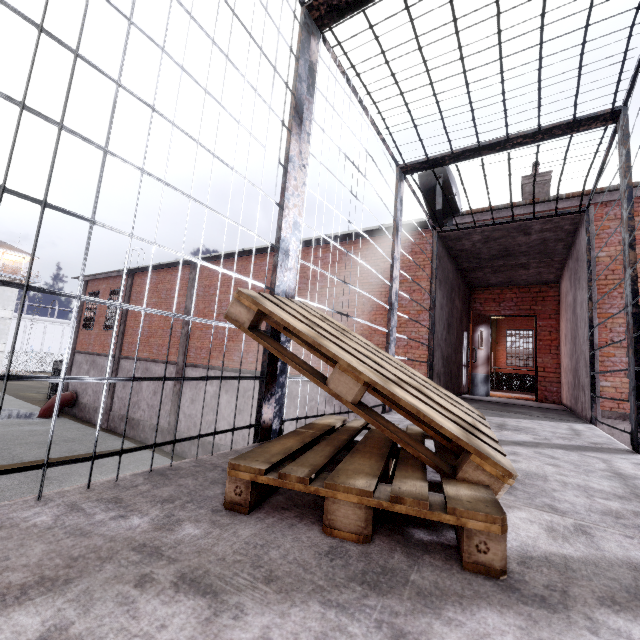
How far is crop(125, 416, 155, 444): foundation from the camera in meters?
15.5

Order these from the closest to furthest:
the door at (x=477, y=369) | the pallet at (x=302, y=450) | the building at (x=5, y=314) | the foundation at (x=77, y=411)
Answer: the pallet at (x=302, y=450) < the door at (x=477, y=369) < the foundation at (x=77, y=411) < the building at (x=5, y=314)

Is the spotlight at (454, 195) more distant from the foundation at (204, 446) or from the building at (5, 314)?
the building at (5, 314)

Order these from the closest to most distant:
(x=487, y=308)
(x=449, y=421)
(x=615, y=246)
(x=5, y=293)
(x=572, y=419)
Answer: (x=449, y=421), (x=572, y=419), (x=615, y=246), (x=487, y=308), (x=5, y=293)

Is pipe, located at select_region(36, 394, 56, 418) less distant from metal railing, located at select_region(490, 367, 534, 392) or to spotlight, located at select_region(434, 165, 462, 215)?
metal railing, located at select_region(490, 367, 534, 392)

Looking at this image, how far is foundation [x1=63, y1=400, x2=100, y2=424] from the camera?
18.63m

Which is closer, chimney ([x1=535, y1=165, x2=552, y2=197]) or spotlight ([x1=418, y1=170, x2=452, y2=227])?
spotlight ([x1=418, y1=170, x2=452, y2=227])

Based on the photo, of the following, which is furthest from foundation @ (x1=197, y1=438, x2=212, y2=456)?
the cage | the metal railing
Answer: the cage
